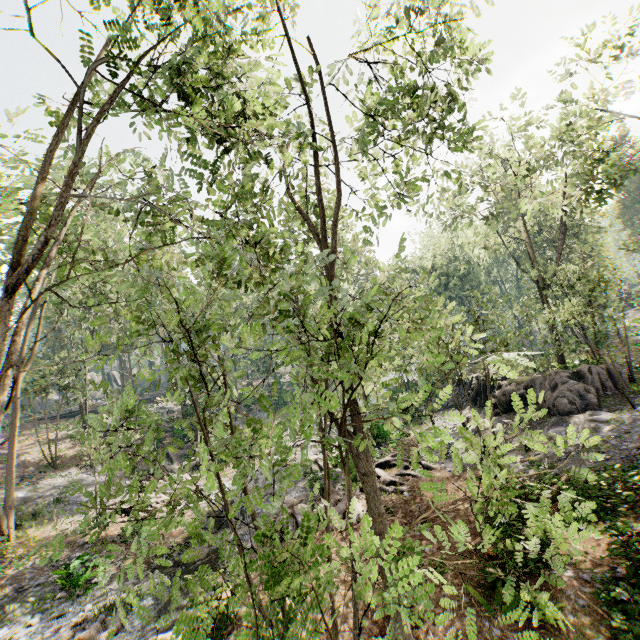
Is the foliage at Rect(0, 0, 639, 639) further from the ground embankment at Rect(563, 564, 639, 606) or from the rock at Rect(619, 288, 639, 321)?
the rock at Rect(619, 288, 639, 321)

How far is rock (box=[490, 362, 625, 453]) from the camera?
17.17m

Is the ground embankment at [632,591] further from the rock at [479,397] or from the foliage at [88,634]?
the rock at [479,397]

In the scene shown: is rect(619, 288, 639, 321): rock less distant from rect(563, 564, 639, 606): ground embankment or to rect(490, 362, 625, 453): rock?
rect(490, 362, 625, 453): rock

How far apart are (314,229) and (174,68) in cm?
518

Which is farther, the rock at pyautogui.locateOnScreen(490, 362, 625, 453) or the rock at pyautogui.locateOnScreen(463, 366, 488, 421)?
the rock at pyautogui.locateOnScreen(463, 366, 488, 421)

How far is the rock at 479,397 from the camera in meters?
25.1 m

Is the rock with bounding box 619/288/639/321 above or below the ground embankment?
above
